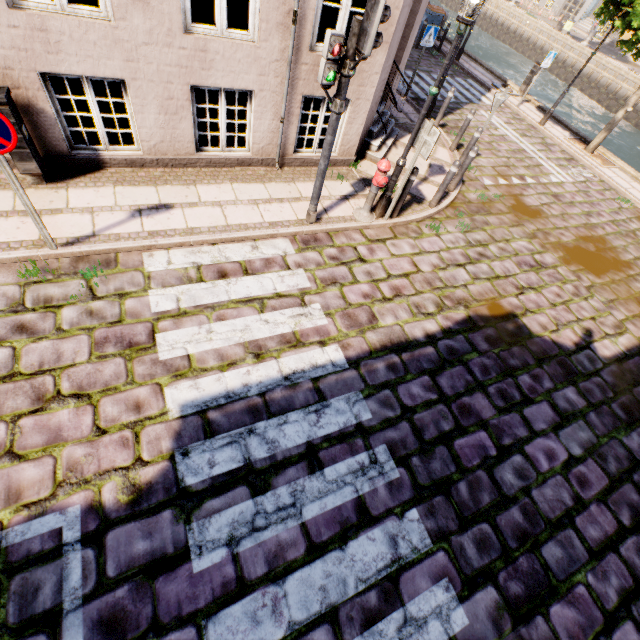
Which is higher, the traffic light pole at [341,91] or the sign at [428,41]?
the traffic light pole at [341,91]

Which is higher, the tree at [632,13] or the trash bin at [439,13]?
the tree at [632,13]

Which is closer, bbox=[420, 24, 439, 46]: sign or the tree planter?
bbox=[420, 24, 439, 46]: sign

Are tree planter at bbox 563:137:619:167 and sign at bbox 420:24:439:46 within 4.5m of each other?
no

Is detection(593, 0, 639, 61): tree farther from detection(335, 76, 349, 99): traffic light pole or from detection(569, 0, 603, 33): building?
detection(335, 76, 349, 99): traffic light pole

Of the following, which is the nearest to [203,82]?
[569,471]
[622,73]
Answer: [569,471]

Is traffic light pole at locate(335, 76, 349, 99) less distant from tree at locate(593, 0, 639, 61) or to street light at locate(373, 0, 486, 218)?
street light at locate(373, 0, 486, 218)

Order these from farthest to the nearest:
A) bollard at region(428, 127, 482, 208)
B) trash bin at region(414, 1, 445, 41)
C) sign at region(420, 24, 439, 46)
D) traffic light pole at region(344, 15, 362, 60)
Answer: trash bin at region(414, 1, 445, 41)
sign at region(420, 24, 439, 46)
bollard at region(428, 127, 482, 208)
traffic light pole at region(344, 15, 362, 60)
